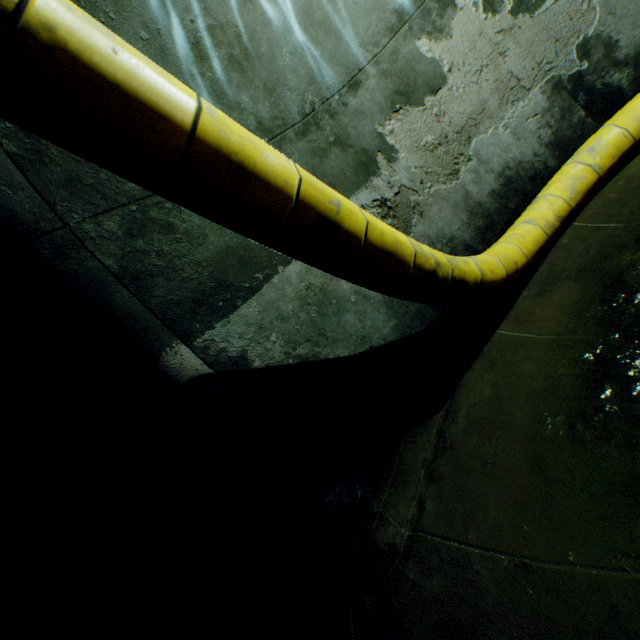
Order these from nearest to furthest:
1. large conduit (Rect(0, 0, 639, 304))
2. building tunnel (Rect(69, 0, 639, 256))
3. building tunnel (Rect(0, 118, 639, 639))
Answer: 1. large conduit (Rect(0, 0, 639, 304))
2. building tunnel (Rect(0, 118, 639, 639))
3. building tunnel (Rect(69, 0, 639, 256))

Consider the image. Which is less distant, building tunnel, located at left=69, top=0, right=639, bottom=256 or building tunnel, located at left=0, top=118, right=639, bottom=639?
building tunnel, located at left=0, top=118, right=639, bottom=639

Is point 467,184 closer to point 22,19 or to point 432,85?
point 432,85

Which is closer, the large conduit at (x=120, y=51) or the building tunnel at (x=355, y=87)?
the large conduit at (x=120, y=51)

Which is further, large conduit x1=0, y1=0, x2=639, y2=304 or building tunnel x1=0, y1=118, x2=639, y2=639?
building tunnel x1=0, y1=118, x2=639, y2=639
